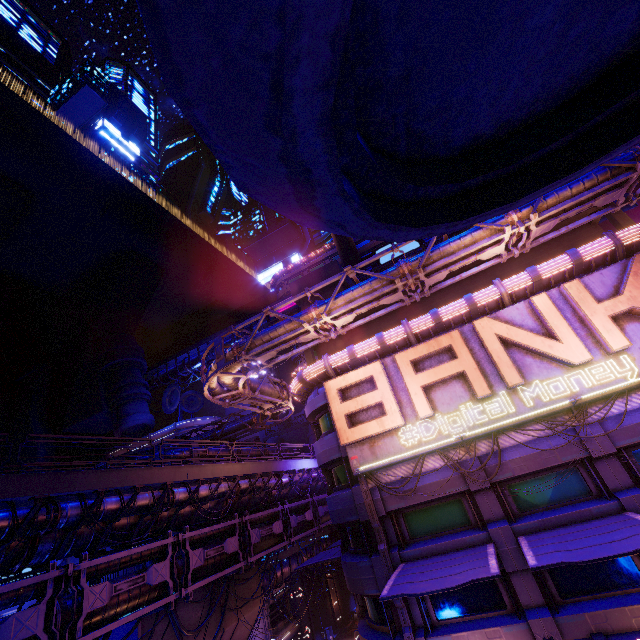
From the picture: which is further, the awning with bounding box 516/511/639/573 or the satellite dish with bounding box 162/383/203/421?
the satellite dish with bounding box 162/383/203/421

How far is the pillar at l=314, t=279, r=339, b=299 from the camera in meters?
23.4 m

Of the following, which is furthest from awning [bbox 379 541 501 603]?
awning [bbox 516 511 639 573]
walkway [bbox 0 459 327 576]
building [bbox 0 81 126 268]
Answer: building [bbox 0 81 126 268]

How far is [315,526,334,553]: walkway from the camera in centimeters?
3562cm

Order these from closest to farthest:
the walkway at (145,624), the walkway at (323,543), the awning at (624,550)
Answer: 1. the awning at (624,550)
2. the walkway at (145,624)
3. the walkway at (323,543)

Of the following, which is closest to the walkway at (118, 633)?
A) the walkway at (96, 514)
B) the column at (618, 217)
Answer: the walkway at (96, 514)

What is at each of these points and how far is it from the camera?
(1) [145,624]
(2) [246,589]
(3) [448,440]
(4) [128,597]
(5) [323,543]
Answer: (1) walkway, 15.87m
(2) walkway, 22.14m
(3) sign, 14.09m
(4) pipe, 13.12m
(5) walkway, 36.91m
